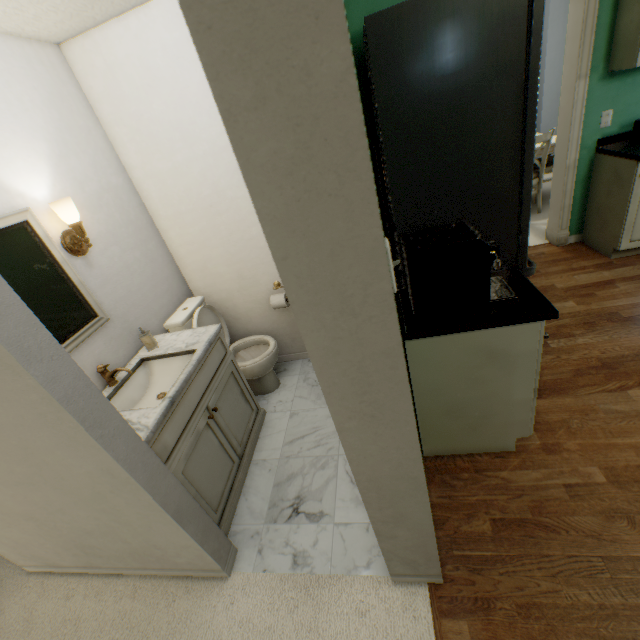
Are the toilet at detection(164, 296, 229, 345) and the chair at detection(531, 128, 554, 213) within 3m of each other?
no

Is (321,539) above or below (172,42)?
below

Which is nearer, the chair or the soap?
the soap

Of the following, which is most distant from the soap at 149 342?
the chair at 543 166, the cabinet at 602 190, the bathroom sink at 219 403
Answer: the chair at 543 166

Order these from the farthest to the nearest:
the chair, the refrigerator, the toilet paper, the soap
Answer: the chair, the toilet paper, the soap, the refrigerator

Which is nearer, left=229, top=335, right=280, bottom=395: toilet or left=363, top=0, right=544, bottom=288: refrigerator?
left=363, top=0, right=544, bottom=288: refrigerator

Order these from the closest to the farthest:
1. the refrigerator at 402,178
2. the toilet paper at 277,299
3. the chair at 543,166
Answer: the refrigerator at 402,178 → the toilet paper at 277,299 → the chair at 543,166

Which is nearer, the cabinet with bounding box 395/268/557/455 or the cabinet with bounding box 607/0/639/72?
the cabinet with bounding box 395/268/557/455
